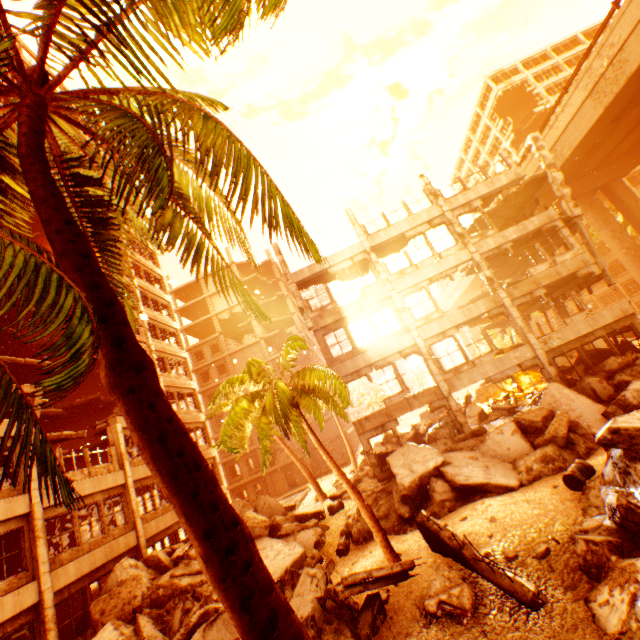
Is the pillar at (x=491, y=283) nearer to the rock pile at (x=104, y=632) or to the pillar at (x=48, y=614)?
the rock pile at (x=104, y=632)

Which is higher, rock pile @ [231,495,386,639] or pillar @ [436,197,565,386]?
pillar @ [436,197,565,386]

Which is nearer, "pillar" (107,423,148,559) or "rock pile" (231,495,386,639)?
"rock pile" (231,495,386,639)

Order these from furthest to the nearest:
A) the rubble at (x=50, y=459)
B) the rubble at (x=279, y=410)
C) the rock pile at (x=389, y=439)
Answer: the rock pile at (x=389, y=439) → the rubble at (x=279, y=410) → the rubble at (x=50, y=459)

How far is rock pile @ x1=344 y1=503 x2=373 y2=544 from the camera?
13.4 meters

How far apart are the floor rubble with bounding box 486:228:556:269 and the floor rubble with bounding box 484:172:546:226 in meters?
2.5 m

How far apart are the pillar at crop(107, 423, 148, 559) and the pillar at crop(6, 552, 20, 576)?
6.65m

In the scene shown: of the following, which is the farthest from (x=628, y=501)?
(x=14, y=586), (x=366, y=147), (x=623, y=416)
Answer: (x=366, y=147)
